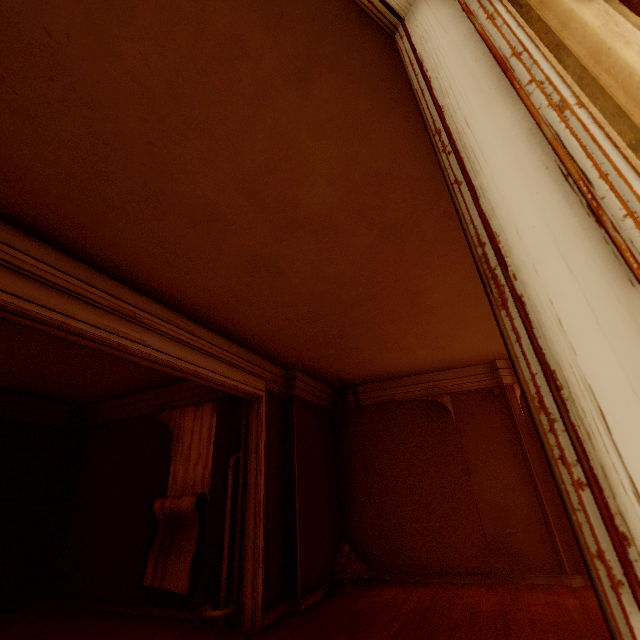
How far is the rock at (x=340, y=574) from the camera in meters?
5.6

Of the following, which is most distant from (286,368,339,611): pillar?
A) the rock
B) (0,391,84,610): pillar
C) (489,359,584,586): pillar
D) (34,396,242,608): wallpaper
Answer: (0,391,84,610): pillar

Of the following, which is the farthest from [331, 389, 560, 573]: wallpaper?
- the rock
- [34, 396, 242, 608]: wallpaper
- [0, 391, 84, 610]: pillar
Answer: [0, 391, 84, 610]: pillar

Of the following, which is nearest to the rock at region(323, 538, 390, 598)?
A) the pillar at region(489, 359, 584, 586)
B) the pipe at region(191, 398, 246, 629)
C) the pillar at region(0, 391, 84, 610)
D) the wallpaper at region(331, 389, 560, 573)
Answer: the wallpaper at region(331, 389, 560, 573)

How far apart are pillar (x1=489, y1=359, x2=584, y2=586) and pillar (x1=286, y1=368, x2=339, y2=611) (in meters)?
3.62

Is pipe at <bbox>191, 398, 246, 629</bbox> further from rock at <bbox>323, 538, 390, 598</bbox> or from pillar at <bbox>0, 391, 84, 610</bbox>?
pillar at <bbox>0, 391, 84, 610</bbox>

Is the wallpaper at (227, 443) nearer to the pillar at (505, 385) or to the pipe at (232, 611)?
the pipe at (232, 611)

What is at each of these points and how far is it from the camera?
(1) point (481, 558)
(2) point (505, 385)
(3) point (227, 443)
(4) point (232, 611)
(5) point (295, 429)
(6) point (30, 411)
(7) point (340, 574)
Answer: (1) wallpaper, 5.78m
(2) pillar, 6.70m
(3) wallpaper, 5.88m
(4) pipe, 4.45m
(5) pillar, 6.17m
(6) pillar, 7.05m
(7) rock, 6.09m
